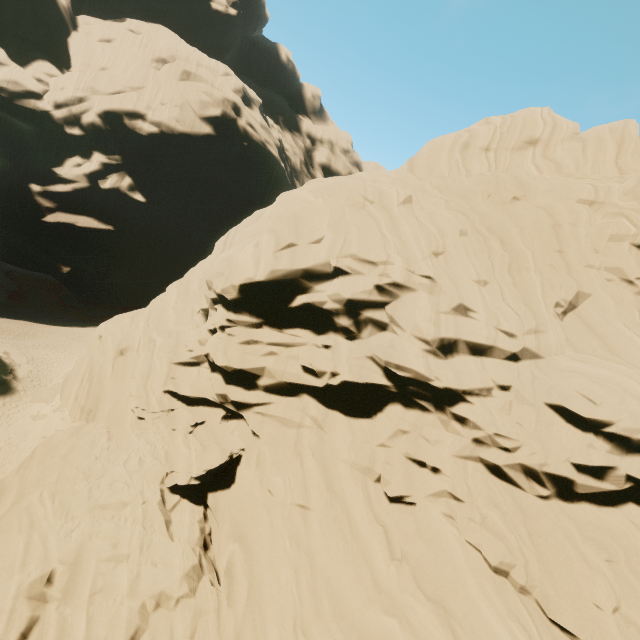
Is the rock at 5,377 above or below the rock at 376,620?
below

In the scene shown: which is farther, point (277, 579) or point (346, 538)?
point (346, 538)

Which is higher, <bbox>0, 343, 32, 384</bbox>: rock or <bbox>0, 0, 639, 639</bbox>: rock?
<bbox>0, 0, 639, 639</bbox>: rock

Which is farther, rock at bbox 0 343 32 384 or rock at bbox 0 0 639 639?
rock at bbox 0 343 32 384

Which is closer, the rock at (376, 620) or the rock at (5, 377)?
the rock at (376, 620)
